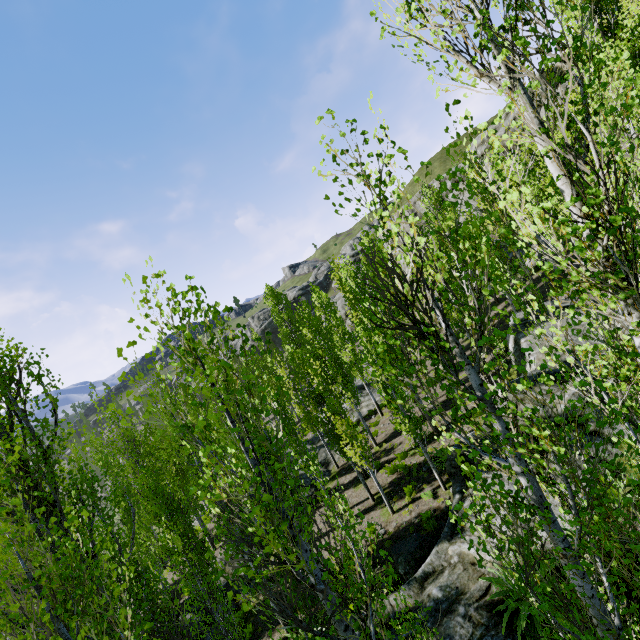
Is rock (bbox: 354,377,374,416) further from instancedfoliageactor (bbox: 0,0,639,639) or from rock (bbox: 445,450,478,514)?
rock (bbox: 445,450,478,514)

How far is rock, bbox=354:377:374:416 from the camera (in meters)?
27.45

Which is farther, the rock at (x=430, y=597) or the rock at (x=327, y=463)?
the rock at (x=327, y=463)

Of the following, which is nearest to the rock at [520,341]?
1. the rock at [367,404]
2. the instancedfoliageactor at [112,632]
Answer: the instancedfoliageactor at [112,632]

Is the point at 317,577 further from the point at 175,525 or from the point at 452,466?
the point at 452,466

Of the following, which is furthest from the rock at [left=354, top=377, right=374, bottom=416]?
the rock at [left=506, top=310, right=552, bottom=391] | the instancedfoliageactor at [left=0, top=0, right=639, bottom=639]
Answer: the rock at [left=506, top=310, right=552, bottom=391]

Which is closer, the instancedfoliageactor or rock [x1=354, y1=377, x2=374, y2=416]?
the instancedfoliageactor
